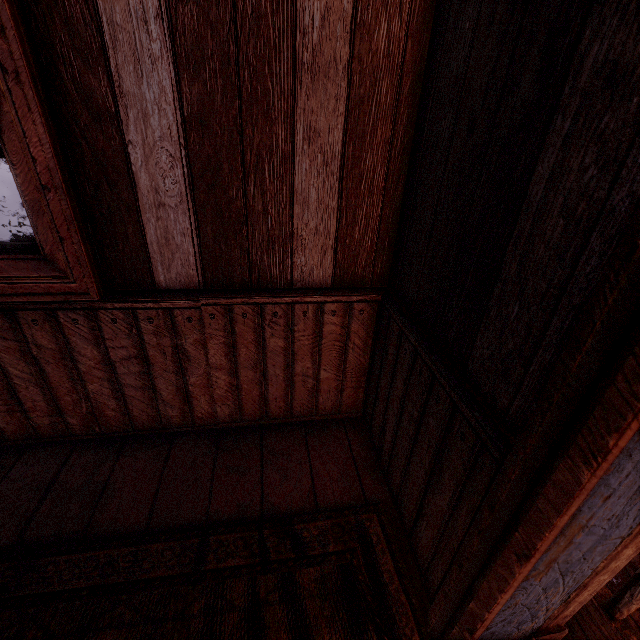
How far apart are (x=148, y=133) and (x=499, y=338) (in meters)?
1.36

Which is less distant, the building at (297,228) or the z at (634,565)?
the building at (297,228)

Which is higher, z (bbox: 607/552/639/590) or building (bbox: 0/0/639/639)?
building (bbox: 0/0/639/639)

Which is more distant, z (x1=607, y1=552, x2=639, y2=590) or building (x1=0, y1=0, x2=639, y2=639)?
z (x1=607, y1=552, x2=639, y2=590)

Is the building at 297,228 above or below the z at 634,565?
above
